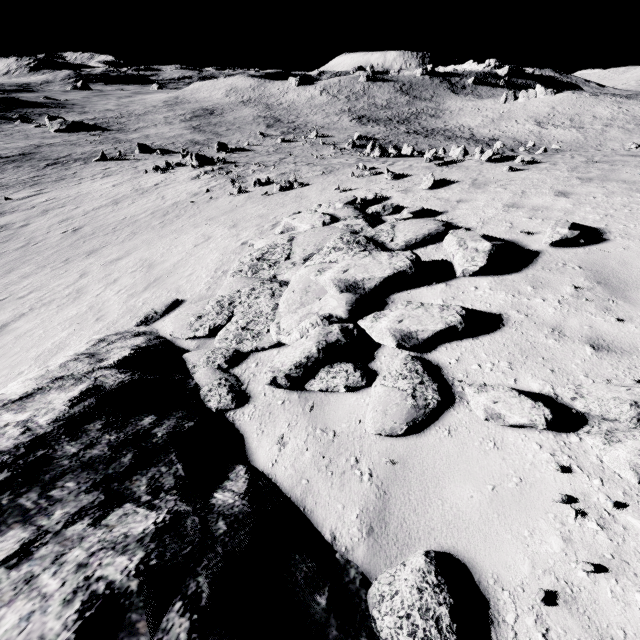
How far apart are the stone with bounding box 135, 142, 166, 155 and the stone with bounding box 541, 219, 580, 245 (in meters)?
49.75

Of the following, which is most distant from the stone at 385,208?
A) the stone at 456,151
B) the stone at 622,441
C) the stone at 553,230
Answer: the stone at 456,151

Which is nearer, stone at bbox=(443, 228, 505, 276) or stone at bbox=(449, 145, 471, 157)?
stone at bbox=(443, 228, 505, 276)

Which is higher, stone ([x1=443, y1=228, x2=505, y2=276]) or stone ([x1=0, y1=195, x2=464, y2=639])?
stone ([x1=443, y1=228, x2=505, y2=276])

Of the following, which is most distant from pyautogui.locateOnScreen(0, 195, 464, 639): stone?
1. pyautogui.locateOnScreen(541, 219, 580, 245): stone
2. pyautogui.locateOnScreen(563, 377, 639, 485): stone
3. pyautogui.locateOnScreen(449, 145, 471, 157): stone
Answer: pyautogui.locateOnScreen(449, 145, 471, 157): stone

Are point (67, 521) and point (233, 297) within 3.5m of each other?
no

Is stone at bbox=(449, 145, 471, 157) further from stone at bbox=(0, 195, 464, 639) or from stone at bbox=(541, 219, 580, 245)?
stone at bbox=(541, 219, 580, 245)

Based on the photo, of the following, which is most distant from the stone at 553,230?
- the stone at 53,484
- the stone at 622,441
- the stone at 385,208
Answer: the stone at 385,208
